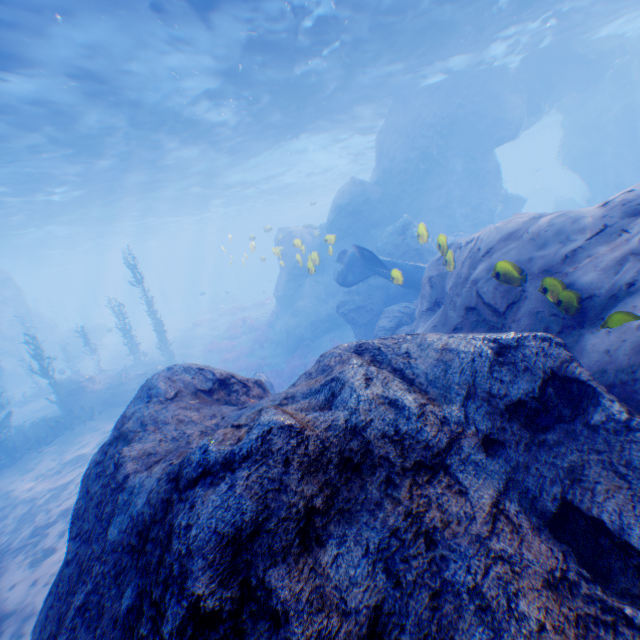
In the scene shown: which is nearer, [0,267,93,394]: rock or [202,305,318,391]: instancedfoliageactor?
[202,305,318,391]: instancedfoliageactor

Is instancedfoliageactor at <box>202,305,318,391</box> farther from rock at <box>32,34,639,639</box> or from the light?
the light

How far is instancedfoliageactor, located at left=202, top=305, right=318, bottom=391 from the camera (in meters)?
19.44

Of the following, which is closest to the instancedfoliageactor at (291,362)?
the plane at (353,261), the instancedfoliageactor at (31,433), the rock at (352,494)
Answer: the rock at (352,494)

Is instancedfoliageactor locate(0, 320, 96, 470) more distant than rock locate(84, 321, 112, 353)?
No

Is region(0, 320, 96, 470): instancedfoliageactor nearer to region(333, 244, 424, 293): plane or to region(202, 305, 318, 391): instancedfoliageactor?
region(333, 244, 424, 293): plane

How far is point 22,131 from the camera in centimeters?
1395cm

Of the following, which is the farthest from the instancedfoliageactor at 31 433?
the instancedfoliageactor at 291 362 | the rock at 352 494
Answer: the instancedfoliageactor at 291 362
